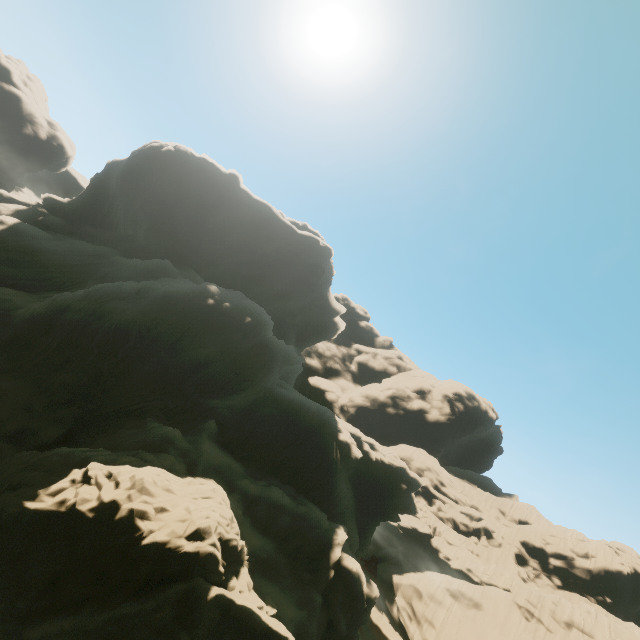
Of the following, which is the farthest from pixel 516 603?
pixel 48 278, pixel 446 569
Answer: pixel 48 278
